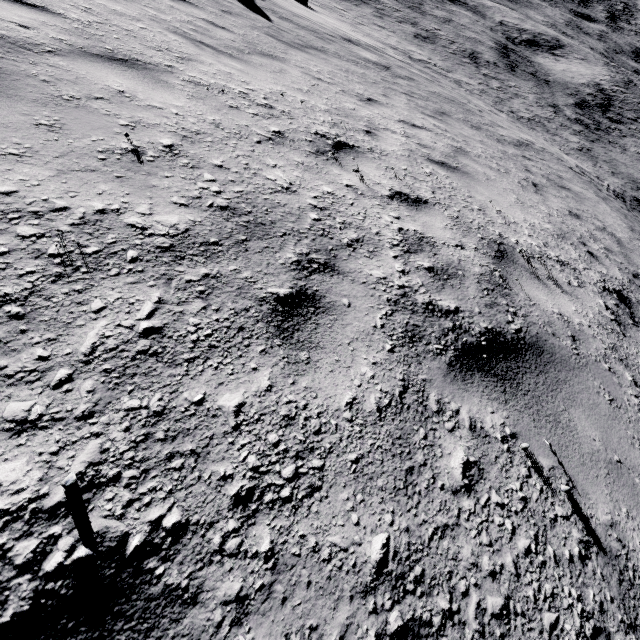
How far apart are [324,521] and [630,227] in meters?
12.5
